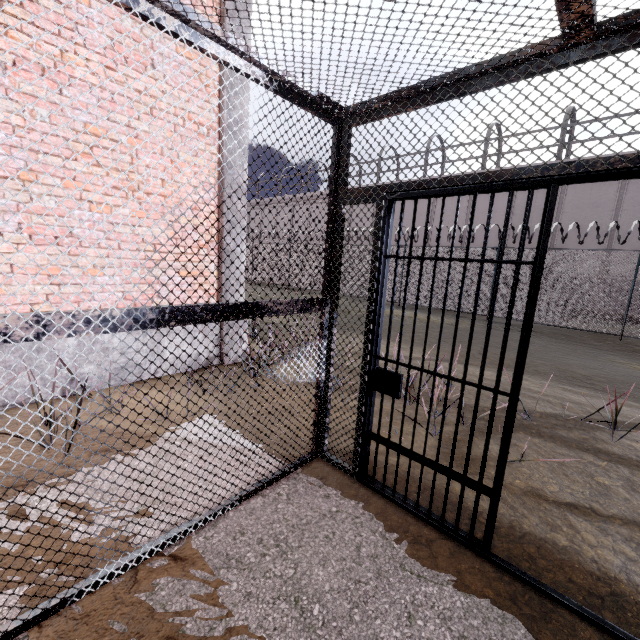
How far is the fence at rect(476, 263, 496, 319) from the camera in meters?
12.7

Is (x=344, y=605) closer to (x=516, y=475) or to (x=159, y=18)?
→ (x=516, y=475)

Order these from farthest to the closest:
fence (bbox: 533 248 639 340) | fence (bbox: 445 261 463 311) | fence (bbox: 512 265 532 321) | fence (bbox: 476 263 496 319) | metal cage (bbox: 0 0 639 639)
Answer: fence (bbox: 445 261 463 311) < fence (bbox: 476 263 496 319) < fence (bbox: 512 265 532 321) < fence (bbox: 533 248 639 340) < metal cage (bbox: 0 0 639 639)

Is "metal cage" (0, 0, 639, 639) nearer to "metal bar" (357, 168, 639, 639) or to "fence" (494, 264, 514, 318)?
"metal bar" (357, 168, 639, 639)

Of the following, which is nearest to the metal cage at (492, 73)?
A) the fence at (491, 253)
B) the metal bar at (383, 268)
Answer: the metal bar at (383, 268)

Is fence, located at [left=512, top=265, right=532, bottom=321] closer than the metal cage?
No

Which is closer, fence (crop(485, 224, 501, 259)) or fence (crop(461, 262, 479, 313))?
fence (crop(485, 224, 501, 259))

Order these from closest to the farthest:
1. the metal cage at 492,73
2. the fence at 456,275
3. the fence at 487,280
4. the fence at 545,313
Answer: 1. the metal cage at 492,73
2. the fence at 545,313
3. the fence at 487,280
4. the fence at 456,275
